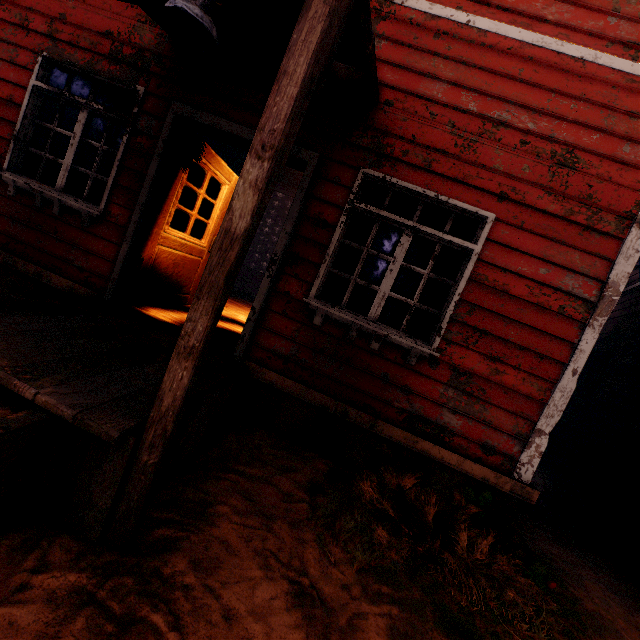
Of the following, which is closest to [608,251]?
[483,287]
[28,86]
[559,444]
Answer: [483,287]

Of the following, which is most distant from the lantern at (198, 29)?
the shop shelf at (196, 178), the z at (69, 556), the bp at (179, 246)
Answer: the shop shelf at (196, 178)

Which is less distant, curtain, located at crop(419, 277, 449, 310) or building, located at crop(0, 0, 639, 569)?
building, located at crop(0, 0, 639, 569)

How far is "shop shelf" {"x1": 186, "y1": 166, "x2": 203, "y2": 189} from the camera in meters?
8.1 m

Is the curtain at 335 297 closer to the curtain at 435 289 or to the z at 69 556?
the curtain at 435 289

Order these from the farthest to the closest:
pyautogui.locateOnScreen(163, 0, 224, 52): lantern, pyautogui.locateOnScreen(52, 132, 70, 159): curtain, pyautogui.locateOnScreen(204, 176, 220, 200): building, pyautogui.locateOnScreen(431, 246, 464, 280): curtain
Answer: pyautogui.locateOnScreen(204, 176, 220, 200): building, pyautogui.locateOnScreen(52, 132, 70, 159): curtain, pyautogui.locateOnScreen(431, 246, 464, 280): curtain, pyautogui.locateOnScreen(163, 0, 224, 52): lantern

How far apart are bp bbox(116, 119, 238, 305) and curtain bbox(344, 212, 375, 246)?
2.1m

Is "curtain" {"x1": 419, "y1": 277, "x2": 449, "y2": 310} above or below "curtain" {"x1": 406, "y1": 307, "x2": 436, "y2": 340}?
above
